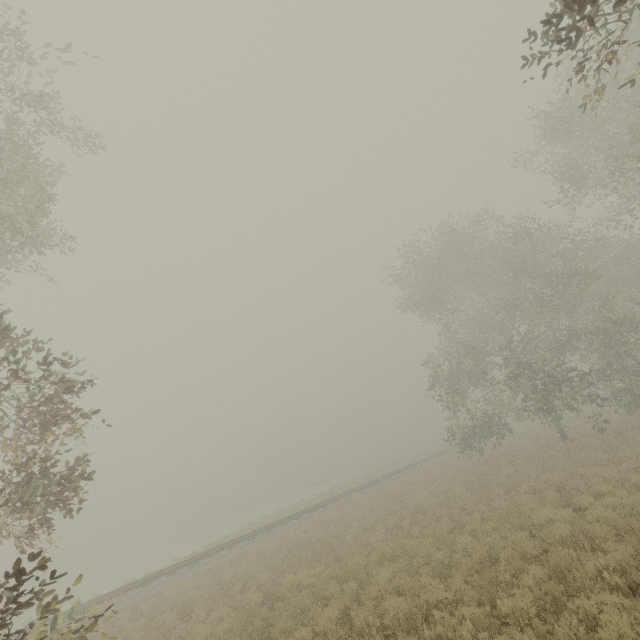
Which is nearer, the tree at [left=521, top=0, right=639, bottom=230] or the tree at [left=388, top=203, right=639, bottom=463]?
the tree at [left=521, top=0, right=639, bottom=230]

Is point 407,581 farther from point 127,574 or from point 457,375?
point 127,574

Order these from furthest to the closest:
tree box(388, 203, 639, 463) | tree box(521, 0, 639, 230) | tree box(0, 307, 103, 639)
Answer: tree box(388, 203, 639, 463) → tree box(0, 307, 103, 639) → tree box(521, 0, 639, 230)

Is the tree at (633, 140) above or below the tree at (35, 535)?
above

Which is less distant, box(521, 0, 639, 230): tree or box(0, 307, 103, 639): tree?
box(521, 0, 639, 230): tree

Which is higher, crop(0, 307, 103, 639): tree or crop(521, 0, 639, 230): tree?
crop(521, 0, 639, 230): tree

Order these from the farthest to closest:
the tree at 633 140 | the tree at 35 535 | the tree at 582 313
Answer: the tree at 582 313 < the tree at 35 535 < the tree at 633 140
